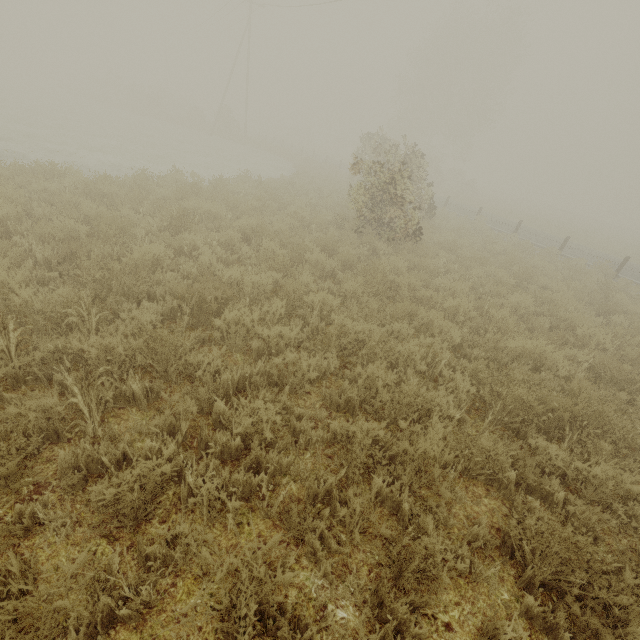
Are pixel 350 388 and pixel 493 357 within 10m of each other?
yes
